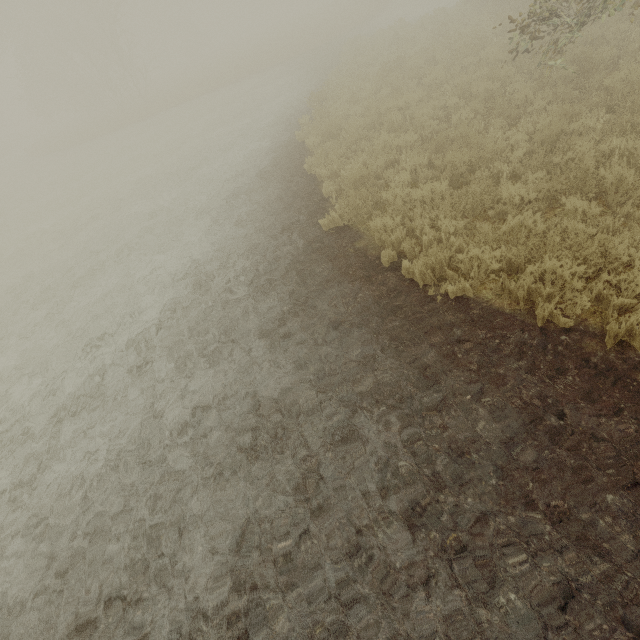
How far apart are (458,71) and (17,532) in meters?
14.8
